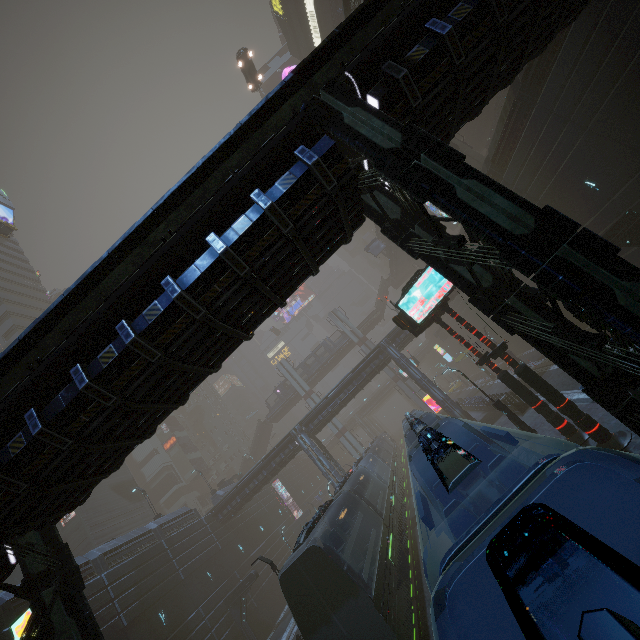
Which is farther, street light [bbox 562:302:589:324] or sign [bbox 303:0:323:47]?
sign [bbox 303:0:323:47]

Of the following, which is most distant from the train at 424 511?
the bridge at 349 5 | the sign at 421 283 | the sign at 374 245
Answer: the sign at 374 245

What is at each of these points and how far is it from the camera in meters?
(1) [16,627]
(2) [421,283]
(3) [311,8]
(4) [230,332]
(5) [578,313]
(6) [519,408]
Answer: (1) sign, 8.6
(2) sign, 14.1
(3) sign, 39.6
(4) building, 7.9
(5) street light, 7.0
(6) building, 22.5

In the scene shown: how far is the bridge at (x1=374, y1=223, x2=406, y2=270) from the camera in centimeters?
5053cm

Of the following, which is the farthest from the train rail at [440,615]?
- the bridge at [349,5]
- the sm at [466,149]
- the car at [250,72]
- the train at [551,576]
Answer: the car at [250,72]

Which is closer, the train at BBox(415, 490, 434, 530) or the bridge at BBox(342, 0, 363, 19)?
the train at BBox(415, 490, 434, 530)

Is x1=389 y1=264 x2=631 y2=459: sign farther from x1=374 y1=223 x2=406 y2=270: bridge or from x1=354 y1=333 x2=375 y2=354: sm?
x1=374 y1=223 x2=406 y2=270: bridge

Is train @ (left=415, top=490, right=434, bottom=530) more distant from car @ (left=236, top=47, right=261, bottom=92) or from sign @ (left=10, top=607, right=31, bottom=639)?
car @ (left=236, top=47, right=261, bottom=92)
